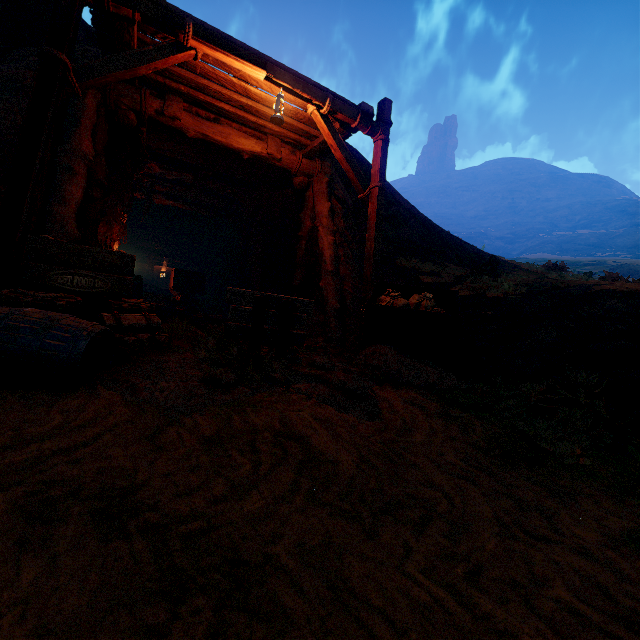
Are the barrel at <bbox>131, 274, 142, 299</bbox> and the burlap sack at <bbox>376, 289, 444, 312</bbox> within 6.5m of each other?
no

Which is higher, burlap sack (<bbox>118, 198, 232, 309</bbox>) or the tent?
burlap sack (<bbox>118, 198, 232, 309</bbox>)

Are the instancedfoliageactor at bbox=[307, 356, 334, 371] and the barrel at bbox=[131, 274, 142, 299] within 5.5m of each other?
Answer: no

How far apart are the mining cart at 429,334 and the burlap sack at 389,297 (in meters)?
0.02

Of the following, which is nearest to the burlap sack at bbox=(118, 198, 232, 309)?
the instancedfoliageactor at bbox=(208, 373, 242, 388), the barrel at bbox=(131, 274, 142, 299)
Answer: the barrel at bbox=(131, 274, 142, 299)

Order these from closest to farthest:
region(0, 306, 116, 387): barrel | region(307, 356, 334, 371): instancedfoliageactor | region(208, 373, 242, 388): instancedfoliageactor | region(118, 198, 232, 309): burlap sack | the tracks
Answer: region(0, 306, 116, 387): barrel < region(208, 373, 242, 388): instancedfoliageactor < the tracks < region(307, 356, 334, 371): instancedfoliageactor < region(118, 198, 232, 309): burlap sack

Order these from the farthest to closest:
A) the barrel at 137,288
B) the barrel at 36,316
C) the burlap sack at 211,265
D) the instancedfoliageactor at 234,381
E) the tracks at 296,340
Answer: the burlap sack at 211,265 < the barrel at 137,288 < the tracks at 296,340 < the instancedfoliageactor at 234,381 < the barrel at 36,316

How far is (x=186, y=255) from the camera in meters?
19.6 m
